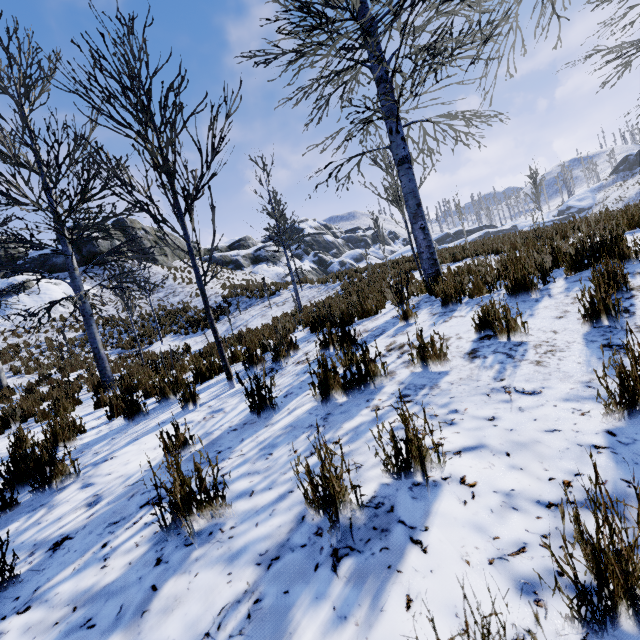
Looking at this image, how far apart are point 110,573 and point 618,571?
2.1m

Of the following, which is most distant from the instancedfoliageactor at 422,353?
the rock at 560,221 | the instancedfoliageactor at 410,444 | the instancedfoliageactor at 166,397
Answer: the rock at 560,221

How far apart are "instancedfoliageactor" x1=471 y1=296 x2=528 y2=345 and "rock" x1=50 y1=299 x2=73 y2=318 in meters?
25.8 m

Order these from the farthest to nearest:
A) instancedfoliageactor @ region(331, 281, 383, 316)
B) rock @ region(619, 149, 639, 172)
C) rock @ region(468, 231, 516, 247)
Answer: rock @ region(619, 149, 639, 172) < rock @ region(468, 231, 516, 247) < instancedfoliageactor @ region(331, 281, 383, 316)

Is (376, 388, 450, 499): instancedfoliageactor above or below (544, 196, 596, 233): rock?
below

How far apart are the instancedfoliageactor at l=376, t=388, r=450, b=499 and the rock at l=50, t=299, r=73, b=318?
24.8 meters

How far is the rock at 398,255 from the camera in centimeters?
1580cm

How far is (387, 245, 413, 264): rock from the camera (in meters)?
15.80
